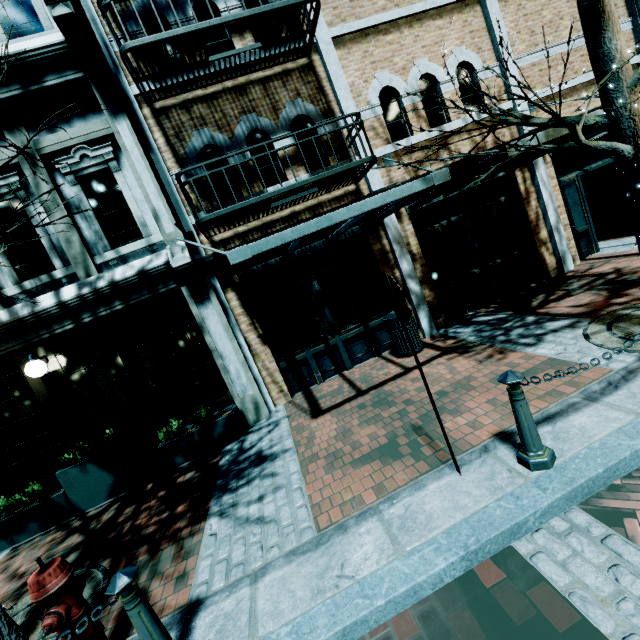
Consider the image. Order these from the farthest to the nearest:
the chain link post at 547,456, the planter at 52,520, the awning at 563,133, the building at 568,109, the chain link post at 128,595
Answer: the building at 568,109 → the planter at 52,520 → the awning at 563,133 → the chain link post at 547,456 → the chain link post at 128,595

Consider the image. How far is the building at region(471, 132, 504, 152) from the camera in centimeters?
725cm

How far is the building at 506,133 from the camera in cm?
742

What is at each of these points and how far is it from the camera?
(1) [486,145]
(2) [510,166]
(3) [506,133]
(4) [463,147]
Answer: (1) building, 7.44m
(2) awning, 6.54m
(3) building, 7.52m
(4) building, 7.33m

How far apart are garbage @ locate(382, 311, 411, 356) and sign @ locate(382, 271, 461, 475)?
3.5m

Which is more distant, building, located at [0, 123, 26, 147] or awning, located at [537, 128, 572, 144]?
building, located at [0, 123, 26, 147]

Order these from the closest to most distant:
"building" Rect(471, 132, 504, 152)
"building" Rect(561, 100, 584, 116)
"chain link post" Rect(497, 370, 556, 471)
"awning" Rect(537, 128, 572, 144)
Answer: "chain link post" Rect(497, 370, 556, 471) < "awning" Rect(537, 128, 572, 144) < "building" Rect(471, 132, 504, 152) < "building" Rect(561, 100, 584, 116)

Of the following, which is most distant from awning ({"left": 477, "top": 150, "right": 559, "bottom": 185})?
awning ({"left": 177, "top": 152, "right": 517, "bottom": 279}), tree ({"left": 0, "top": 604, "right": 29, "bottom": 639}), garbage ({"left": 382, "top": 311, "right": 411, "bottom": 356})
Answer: tree ({"left": 0, "top": 604, "right": 29, "bottom": 639})
